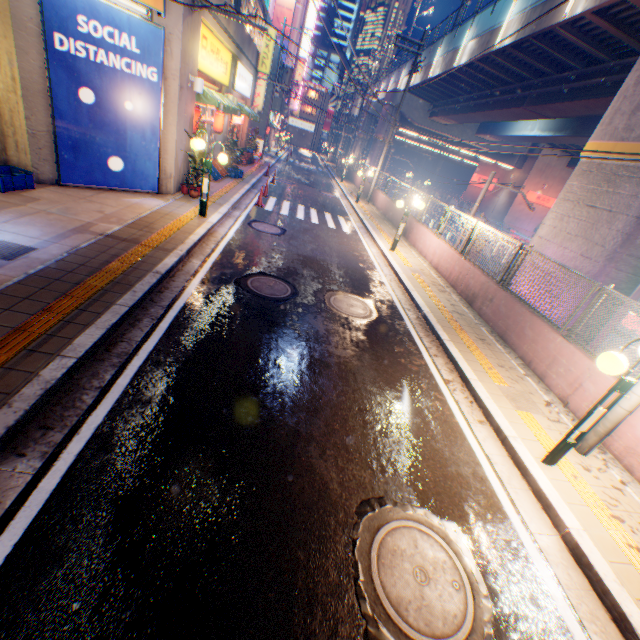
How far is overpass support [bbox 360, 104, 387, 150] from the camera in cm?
3375

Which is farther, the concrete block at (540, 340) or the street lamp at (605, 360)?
the concrete block at (540, 340)

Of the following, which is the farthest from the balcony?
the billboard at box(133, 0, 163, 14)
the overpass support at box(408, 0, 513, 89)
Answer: the billboard at box(133, 0, 163, 14)

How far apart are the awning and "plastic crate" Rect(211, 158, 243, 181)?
2.15m

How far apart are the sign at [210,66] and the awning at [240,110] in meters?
0.3 m

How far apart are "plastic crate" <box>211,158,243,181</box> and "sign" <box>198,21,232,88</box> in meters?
3.1

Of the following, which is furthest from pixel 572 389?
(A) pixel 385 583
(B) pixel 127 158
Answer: (B) pixel 127 158

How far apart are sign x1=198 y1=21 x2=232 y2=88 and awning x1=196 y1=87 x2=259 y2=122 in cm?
34
